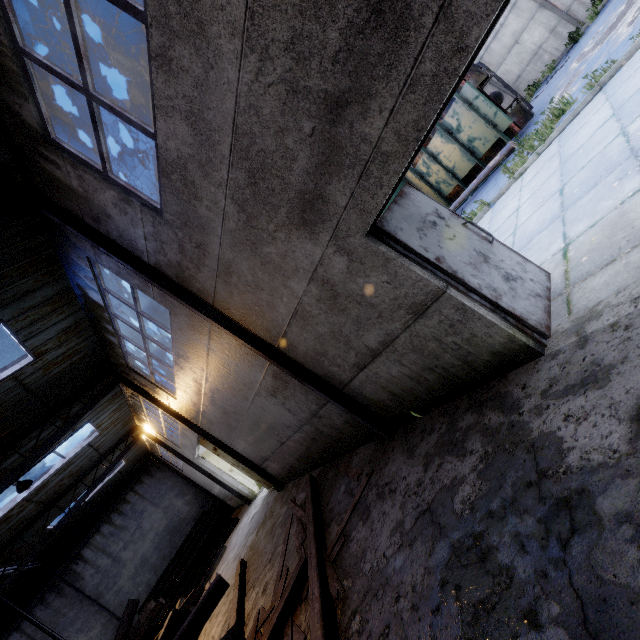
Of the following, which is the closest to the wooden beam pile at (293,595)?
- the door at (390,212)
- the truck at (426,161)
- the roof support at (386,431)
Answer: the roof support at (386,431)

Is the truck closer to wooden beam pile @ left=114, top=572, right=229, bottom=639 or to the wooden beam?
the wooden beam

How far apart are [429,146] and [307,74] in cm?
1309

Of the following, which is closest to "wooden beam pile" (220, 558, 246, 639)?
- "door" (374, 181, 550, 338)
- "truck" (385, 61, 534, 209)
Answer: "door" (374, 181, 550, 338)

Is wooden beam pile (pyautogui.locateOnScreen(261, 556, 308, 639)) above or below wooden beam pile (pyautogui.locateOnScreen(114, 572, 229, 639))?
below

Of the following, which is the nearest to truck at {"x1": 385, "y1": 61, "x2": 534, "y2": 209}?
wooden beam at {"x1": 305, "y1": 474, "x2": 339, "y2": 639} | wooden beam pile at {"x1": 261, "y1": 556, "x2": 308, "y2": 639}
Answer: wooden beam at {"x1": 305, "y1": 474, "x2": 339, "y2": 639}

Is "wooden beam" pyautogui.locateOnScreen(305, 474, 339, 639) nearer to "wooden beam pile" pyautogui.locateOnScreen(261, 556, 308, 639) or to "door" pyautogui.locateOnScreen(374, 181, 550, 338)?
"wooden beam pile" pyautogui.locateOnScreen(261, 556, 308, 639)

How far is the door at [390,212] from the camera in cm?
338
